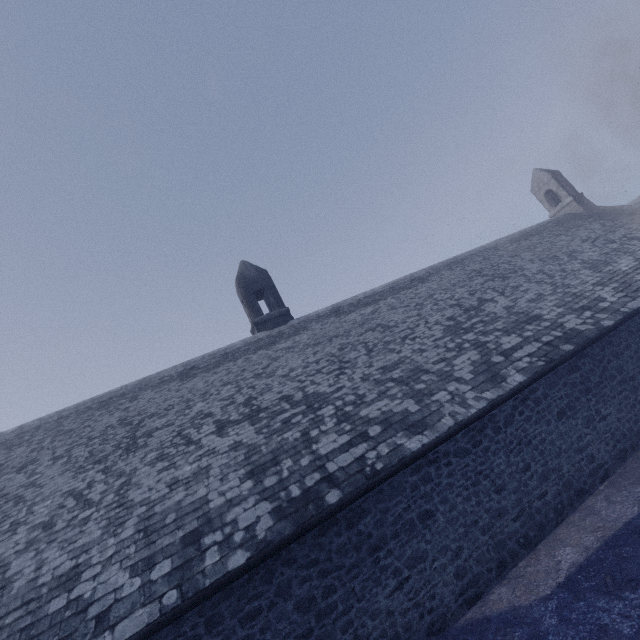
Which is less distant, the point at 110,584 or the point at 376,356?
the point at 110,584
